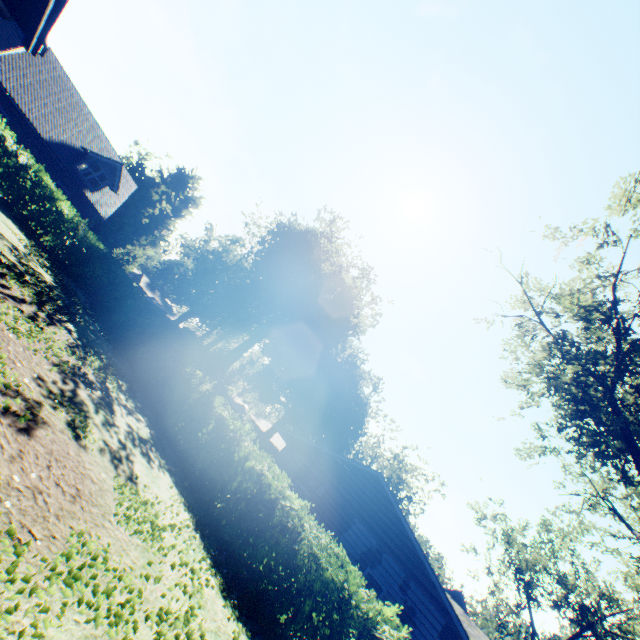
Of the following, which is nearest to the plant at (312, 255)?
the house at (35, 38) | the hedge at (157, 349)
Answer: the hedge at (157, 349)

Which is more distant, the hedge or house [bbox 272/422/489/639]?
house [bbox 272/422/489/639]

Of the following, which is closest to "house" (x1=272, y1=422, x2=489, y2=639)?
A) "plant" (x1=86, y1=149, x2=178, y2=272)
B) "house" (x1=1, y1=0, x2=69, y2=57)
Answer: "plant" (x1=86, y1=149, x2=178, y2=272)

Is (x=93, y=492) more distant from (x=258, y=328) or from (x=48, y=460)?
(x=258, y=328)

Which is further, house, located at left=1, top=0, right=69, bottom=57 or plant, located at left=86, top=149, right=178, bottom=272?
plant, located at left=86, top=149, right=178, bottom=272

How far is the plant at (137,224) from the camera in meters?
35.7

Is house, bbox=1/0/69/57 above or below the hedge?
above

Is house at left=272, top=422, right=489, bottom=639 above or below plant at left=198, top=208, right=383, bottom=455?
below
